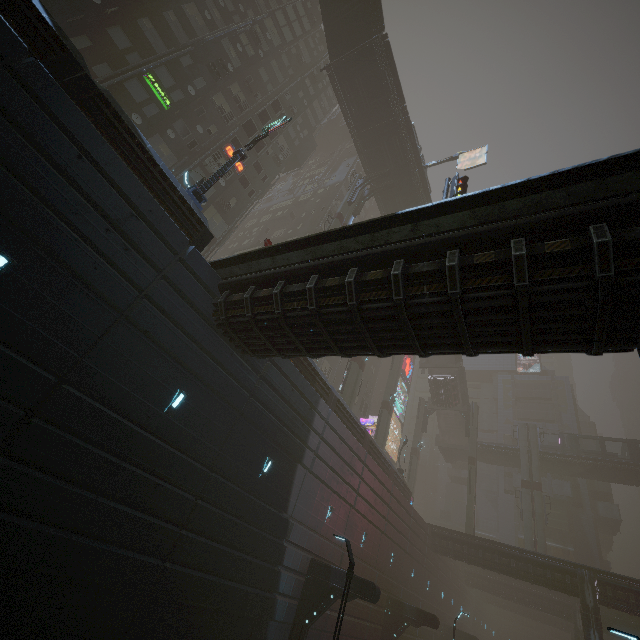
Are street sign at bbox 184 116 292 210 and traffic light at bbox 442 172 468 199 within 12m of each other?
yes

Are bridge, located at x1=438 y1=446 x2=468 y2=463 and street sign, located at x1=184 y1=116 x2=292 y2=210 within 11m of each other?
no

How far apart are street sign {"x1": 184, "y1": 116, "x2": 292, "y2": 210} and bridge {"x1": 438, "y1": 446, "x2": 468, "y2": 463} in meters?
50.1 m

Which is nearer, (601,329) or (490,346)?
(601,329)

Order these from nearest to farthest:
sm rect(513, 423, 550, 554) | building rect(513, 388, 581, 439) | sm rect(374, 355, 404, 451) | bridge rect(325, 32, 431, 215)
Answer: bridge rect(325, 32, 431, 215)
sm rect(374, 355, 404, 451)
sm rect(513, 423, 550, 554)
building rect(513, 388, 581, 439)

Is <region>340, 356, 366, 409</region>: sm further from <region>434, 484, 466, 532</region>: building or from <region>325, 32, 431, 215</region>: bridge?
<region>434, 484, 466, 532</region>: building

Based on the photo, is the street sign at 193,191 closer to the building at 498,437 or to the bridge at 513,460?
the building at 498,437

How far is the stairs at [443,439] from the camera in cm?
4538
